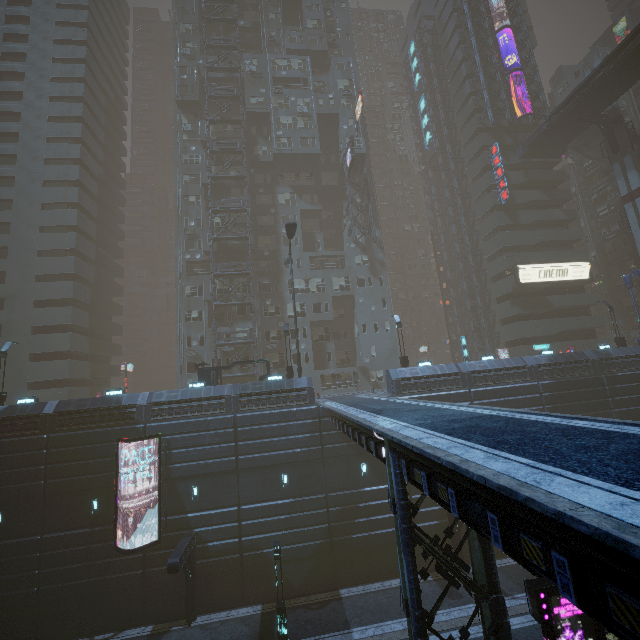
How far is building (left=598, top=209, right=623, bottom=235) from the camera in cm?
4862

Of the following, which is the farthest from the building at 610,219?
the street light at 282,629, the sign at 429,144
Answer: the street light at 282,629

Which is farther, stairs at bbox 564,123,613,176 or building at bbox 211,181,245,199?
stairs at bbox 564,123,613,176

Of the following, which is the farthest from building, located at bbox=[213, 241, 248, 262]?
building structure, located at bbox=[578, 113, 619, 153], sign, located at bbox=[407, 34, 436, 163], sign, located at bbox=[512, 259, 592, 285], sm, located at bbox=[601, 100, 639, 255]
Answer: building structure, located at bbox=[578, 113, 619, 153]

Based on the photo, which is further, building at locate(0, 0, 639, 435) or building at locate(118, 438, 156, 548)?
building at locate(0, 0, 639, 435)

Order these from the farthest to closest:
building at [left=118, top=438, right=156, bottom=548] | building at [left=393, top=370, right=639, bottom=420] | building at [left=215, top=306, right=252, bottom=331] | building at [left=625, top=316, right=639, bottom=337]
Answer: building at [left=625, top=316, right=639, bottom=337] < building at [left=215, top=306, right=252, bottom=331] < building at [left=393, top=370, right=639, bottom=420] < building at [left=118, top=438, right=156, bottom=548]

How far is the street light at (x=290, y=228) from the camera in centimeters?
2526cm

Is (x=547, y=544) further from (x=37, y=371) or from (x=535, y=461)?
(x=37, y=371)
